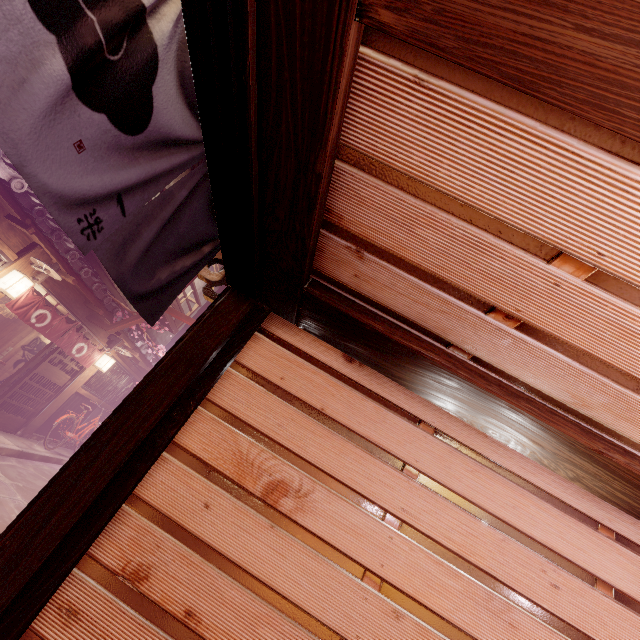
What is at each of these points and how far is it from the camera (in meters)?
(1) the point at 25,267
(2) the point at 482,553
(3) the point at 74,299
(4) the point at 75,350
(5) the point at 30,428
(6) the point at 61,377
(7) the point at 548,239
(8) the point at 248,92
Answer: (1) wood pole, 10.98
(2) building, 3.67
(3) wood panel, 13.80
(4) flag, 14.65
(5) wood pole, 14.83
(6) door, 15.20
(7) building, 2.28
(8) door frame, 2.23

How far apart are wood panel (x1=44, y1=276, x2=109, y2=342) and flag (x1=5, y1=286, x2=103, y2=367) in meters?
0.5 m

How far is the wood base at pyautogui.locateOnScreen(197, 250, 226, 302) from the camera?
4.81m

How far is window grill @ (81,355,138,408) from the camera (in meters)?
17.31

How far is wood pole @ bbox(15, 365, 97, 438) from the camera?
14.71m

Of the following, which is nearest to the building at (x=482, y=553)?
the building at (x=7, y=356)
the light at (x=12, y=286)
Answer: the light at (x=12, y=286)

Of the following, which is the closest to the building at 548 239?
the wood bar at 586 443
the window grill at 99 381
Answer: the wood bar at 586 443

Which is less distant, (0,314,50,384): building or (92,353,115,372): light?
(0,314,50,384): building
